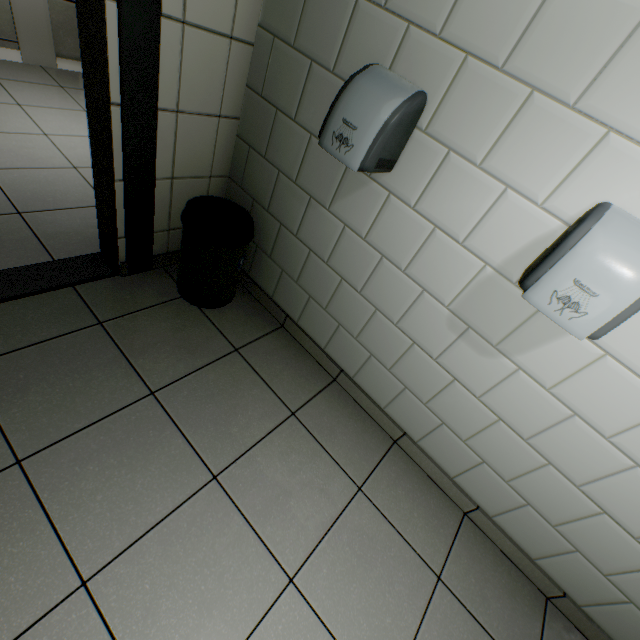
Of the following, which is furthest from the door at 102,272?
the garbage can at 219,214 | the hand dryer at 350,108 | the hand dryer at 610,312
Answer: the hand dryer at 610,312

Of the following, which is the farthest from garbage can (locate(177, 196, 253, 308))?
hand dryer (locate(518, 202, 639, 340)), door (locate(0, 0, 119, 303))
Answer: hand dryer (locate(518, 202, 639, 340))

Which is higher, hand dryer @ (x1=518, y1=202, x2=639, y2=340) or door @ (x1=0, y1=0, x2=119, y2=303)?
hand dryer @ (x1=518, y1=202, x2=639, y2=340)

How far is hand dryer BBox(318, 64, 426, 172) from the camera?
1.1m

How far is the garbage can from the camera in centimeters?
165cm

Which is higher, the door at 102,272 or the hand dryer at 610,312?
the hand dryer at 610,312

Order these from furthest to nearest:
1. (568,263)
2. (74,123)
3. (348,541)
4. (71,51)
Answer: (71,51) → (74,123) → (348,541) → (568,263)

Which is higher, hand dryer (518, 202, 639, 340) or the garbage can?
hand dryer (518, 202, 639, 340)
